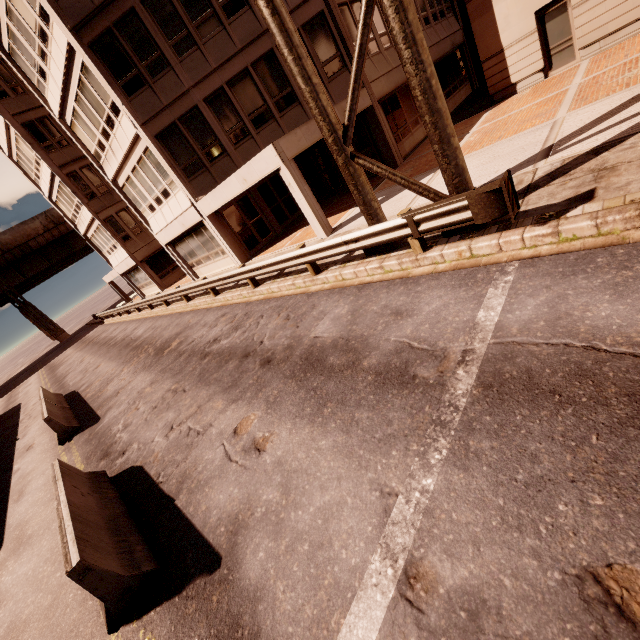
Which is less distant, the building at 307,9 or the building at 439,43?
the building at 439,43

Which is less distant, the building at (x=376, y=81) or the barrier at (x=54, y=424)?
the barrier at (x=54, y=424)

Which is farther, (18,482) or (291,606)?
(18,482)

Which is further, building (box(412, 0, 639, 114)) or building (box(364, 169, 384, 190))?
building (box(364, 169, 384, 190))

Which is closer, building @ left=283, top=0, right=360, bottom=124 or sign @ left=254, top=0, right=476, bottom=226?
sign @ left=254, top=0, right=476, bottom=226

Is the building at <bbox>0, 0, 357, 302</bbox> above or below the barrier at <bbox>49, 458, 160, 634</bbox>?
above

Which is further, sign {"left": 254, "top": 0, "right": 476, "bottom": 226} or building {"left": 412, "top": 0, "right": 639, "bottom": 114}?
building {"left": 412, "top": 0, "right": 639, "bottom": 114}

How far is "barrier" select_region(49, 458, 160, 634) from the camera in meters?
3.7
